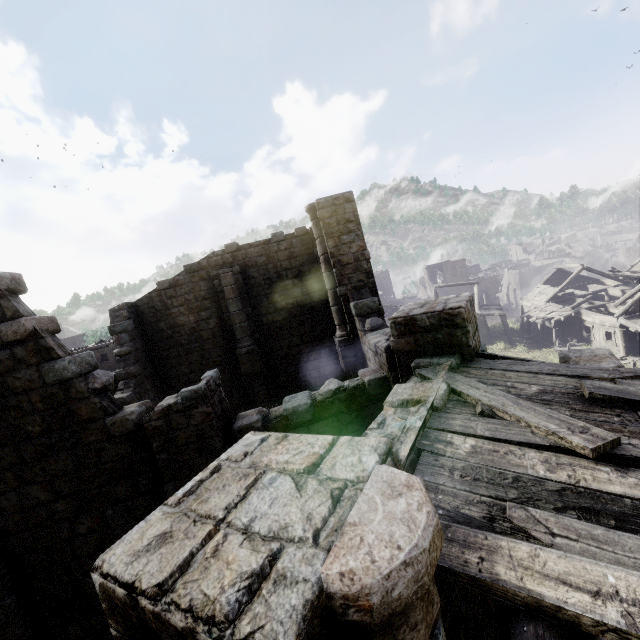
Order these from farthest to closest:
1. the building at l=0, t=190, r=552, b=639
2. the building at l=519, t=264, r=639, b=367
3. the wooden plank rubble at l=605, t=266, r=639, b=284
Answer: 1. the wooden plank rubble at l=605, t=266, r=639, b=284
2. the building at l=519, t=264, r=639, b=367
3. the building at l=0, t=190, r=552, b=639

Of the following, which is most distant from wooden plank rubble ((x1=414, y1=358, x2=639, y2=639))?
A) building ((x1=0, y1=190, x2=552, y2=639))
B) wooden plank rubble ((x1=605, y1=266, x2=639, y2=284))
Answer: wooden plank rubble ((x1=605, y1=266, x2=639, y2=284))

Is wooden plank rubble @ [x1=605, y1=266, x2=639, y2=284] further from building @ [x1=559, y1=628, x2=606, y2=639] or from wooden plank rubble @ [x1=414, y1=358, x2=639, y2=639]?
wooden plank rubble @ [x1=414, y1=358, x2=639, y2=639]

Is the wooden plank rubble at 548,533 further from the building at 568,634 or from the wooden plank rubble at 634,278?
the wooden plank rubble at 634,278

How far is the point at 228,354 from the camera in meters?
16.0 m

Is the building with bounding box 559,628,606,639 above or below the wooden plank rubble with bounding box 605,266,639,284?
above

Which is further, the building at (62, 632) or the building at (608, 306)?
the building at (608, 306)
